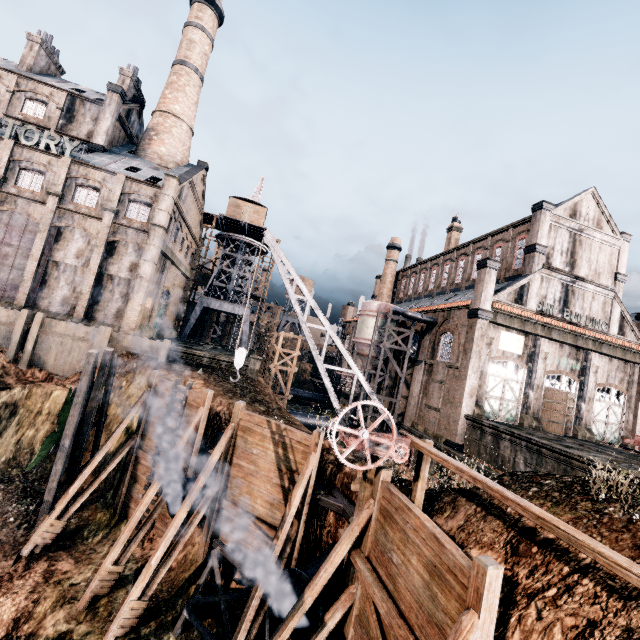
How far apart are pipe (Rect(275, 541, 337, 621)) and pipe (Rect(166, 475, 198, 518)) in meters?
5.8

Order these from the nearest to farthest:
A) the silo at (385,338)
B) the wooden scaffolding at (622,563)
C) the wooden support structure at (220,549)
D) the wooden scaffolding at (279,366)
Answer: the wooden scaffolding at (622,563) < the wooden support structure at (220,549) < the silo at (385,338) < the wooden scaffolding at (279,366)

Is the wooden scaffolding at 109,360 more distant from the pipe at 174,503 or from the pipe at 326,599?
the pipe at 326,599

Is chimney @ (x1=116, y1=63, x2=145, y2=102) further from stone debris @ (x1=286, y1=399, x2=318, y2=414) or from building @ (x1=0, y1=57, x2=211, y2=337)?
stone debris @ (x1=286, y1=399, x2=318, y2=414)

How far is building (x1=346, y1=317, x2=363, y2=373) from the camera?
50.2 meters

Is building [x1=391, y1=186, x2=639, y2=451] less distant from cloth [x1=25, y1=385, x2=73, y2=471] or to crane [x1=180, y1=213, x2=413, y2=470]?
crane [x1=180, y1=213, x2=413, y2=470]

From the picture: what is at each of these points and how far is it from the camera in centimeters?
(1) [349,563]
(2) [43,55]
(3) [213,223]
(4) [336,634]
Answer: (1) wooden scaffolding, 1117cm
(2) chimney, 3609cm
(3) wooden scaffolding, 5791cm
(4) wooden scaffolding, 1070cm

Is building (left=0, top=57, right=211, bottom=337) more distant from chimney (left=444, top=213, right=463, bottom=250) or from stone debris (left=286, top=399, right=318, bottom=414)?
stone debris (left=286, top=399, right=318, bottom=414)
